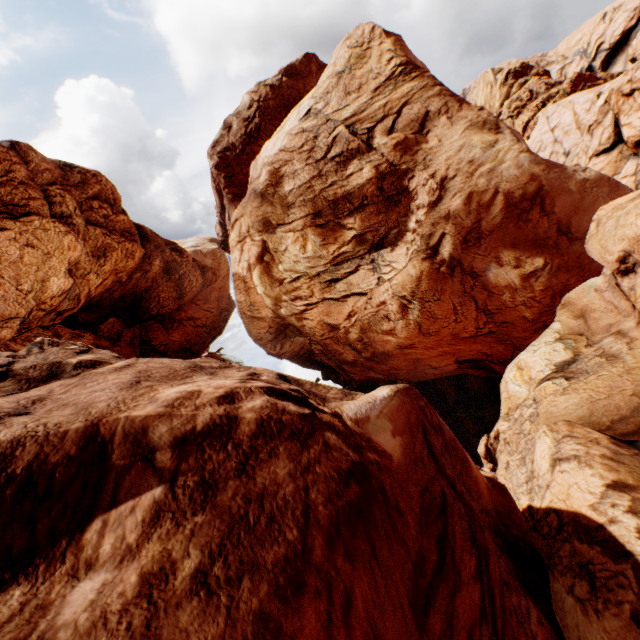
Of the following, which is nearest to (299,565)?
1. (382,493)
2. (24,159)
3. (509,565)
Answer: (382,493)
